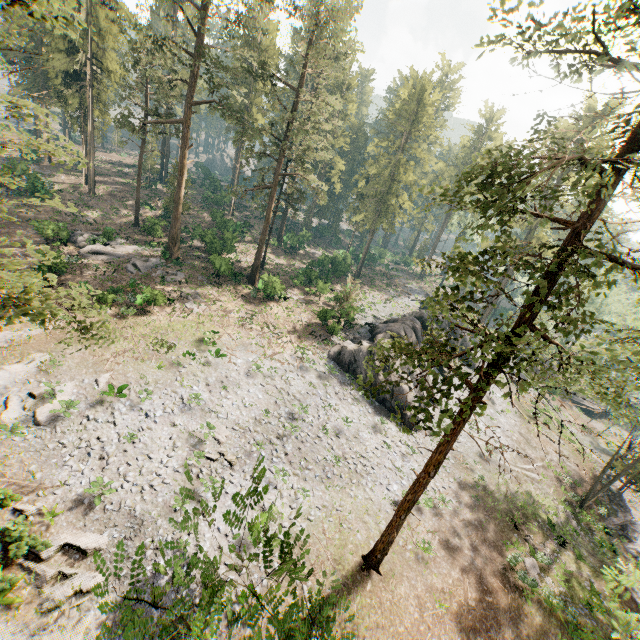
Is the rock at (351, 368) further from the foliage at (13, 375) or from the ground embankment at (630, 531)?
the ground embankment at (630, 531)

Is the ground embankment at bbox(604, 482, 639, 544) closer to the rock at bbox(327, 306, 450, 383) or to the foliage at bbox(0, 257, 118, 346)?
the foliage at bbox(0, 257, 118, 346)

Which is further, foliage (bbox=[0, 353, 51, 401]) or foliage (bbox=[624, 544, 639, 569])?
foliage (bbox=[0, 353, 51, 401])

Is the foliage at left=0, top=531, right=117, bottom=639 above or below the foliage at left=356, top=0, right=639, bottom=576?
below

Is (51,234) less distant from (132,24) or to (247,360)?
(247,360)

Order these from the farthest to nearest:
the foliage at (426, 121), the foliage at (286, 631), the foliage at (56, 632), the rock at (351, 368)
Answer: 1. the foliage at (426, 121)
2. the rock at (351, 368)
3. the foliage at (56, 632)
4. the foliage at (286, 631)
